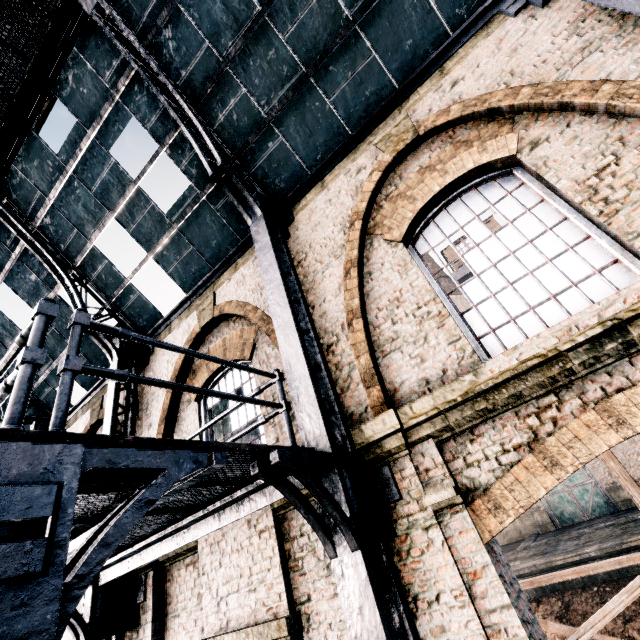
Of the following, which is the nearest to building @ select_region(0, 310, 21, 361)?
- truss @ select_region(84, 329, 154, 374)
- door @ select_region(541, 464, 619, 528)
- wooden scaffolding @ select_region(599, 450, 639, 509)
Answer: truss @ select_region(84, 329, 154, 374)

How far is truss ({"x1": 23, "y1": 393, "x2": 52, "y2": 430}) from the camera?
11.5m

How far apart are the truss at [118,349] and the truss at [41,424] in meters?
5.4 m

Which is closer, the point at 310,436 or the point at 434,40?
the point at 310,436

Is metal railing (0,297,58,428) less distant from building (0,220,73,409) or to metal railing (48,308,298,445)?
metal railing (48,308,298,445)

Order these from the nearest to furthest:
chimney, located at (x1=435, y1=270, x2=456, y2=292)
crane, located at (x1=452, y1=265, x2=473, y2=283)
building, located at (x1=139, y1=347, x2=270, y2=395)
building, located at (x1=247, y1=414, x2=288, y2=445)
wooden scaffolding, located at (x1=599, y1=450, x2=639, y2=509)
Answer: building, located at (x1=247, y1=414, x2=288, y2=445) < building, located at (x1=139, y1=347, x2=270, y2=395) < wooden scaffolding, located at (x1=599, y1=450, x2=639, y2=509) < crane, located at (x1=452, y1=265, x2=473, y2=283) < chimney, located at (x1=435, y1=270, x2=456, y2=292)

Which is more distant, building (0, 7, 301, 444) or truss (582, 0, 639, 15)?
building (0, 7, 301, 444)
